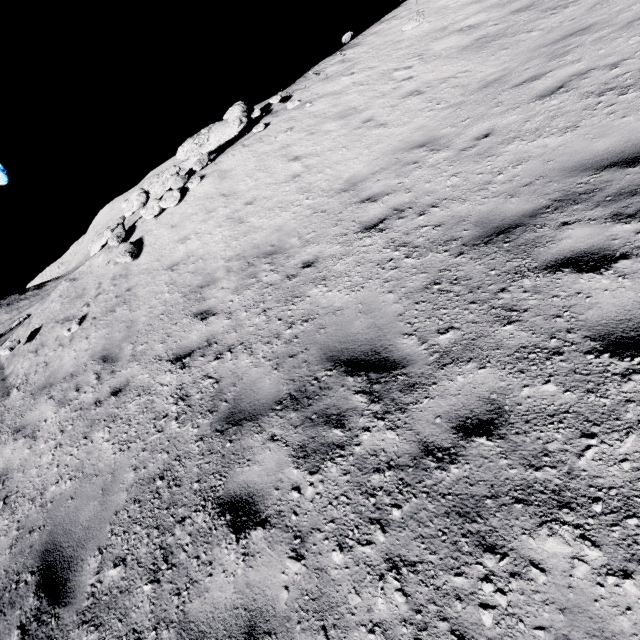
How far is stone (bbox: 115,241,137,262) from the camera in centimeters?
998cm

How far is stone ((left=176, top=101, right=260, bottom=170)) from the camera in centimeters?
1244cm

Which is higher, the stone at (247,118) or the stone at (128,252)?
the stone at (247,118)

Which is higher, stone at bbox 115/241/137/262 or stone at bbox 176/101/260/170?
stone at bbox 176/101/260/170

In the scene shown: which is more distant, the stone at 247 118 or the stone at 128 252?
the stone at 247 118

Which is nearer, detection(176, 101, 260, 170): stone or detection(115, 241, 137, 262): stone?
detection(115, 241, 137, 262): stone

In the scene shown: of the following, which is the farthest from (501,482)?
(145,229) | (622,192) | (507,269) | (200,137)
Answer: (200,137)
